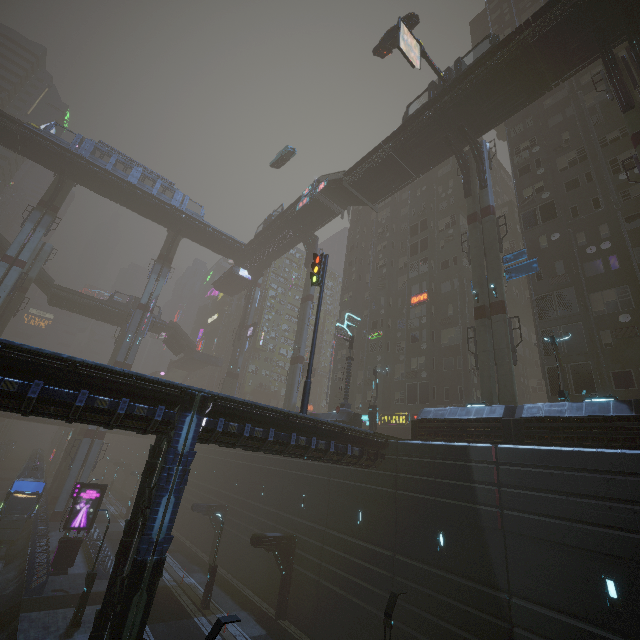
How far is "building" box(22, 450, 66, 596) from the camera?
20.5m

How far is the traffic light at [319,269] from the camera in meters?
17.3

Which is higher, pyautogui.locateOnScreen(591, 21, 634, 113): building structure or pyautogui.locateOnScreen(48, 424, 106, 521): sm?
pyautogui.locateOnScreen(591, 21, 634, 113): building structure

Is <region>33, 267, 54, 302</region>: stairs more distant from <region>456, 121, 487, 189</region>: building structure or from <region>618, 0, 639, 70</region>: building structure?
<region>618, 0, 639, 70</region>: building structure

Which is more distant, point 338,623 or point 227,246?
point 227,246

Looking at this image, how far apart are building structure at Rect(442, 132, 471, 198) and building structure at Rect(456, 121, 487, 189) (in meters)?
0.63

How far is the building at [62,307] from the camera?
52.4m

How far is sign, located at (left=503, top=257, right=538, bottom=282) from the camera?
23.2m
